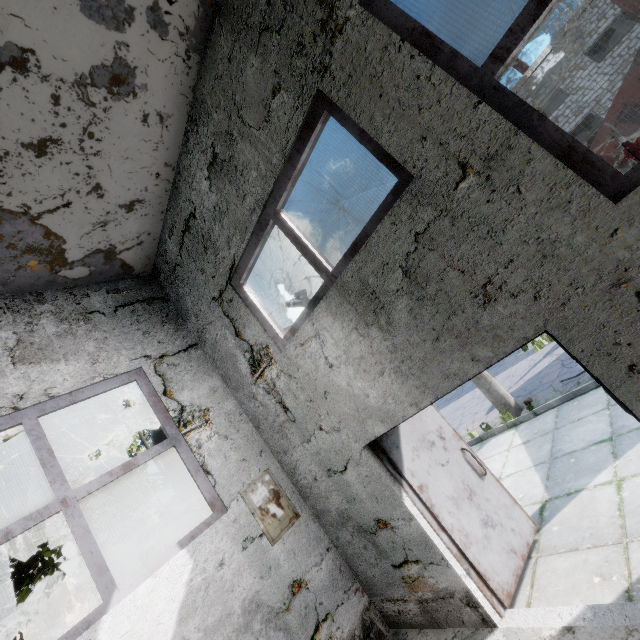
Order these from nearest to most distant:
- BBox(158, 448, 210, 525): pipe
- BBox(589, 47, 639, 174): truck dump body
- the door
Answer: the door
BBox(158, 448, 210, 525): pipe
BBox(589, 47, 639, 174): truck dump body

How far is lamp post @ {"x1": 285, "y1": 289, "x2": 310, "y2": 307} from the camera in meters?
11.5 m

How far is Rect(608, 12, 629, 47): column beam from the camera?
20.9 meters

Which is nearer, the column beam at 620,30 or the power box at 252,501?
the power box at 252,501

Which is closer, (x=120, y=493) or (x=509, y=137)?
(x=509, y=137)

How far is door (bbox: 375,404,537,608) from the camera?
3.64m

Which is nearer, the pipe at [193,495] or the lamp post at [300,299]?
the pipe at [193,495]

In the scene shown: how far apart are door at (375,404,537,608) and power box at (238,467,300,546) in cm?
180
